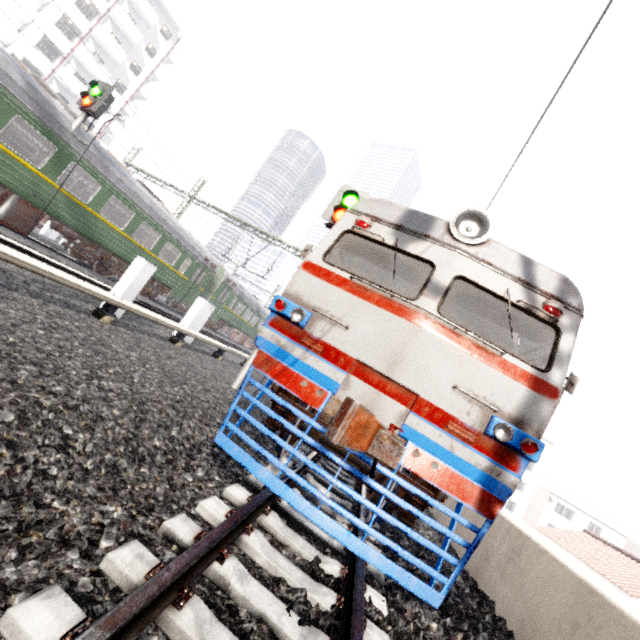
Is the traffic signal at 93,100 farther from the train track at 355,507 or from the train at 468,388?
the train track at 355,507

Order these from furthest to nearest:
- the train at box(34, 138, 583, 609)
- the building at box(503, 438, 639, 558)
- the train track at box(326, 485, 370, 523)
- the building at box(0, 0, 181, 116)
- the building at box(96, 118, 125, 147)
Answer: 1. the building at box(503, 438, 639, 558)
2. the building at box(96, 118, 125, 147)
3. the building at box(0, 0, 181, 116)
4. the train track at box(326, 485, 370, 523)
5. the train at box(34, 138, 583, 609)

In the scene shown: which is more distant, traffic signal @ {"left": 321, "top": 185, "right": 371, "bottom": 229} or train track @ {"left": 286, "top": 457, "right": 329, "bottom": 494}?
traffic signal @ {"left": 321, "top": 185, "right": 371, "bottom": 229}

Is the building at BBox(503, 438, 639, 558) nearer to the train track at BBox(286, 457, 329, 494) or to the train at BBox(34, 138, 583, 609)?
the train at BBox(34, 138, 583, 609)

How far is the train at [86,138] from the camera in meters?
10.9 m

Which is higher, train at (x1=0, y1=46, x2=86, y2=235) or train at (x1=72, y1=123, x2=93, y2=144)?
train at (x1=72, y1=123, x2=93, y2=144)

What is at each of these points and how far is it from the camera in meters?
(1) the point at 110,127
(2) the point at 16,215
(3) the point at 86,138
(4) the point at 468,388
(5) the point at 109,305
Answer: (1) building, 38.1
(2) train, 10.7
(3) train, 11.3
(4) train, 3.5
(5) electrical rail conduit, 6.3

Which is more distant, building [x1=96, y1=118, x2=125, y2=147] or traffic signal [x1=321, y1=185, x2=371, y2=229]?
building [x1=96, y1=118, x2=125, y2=147]
